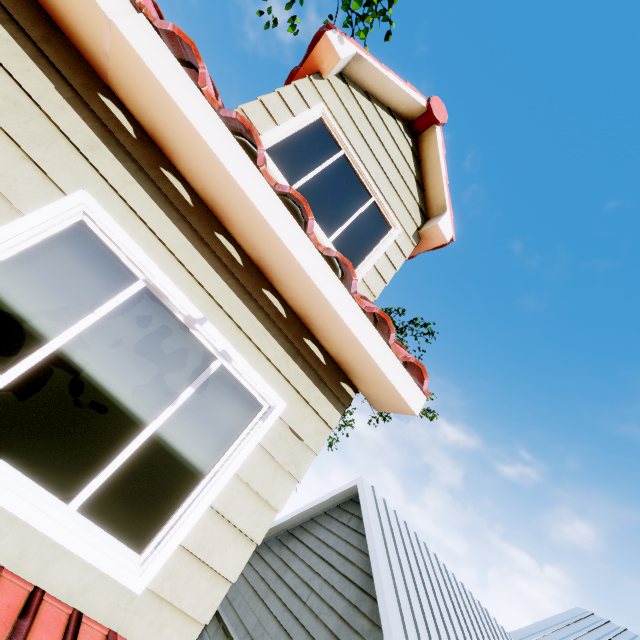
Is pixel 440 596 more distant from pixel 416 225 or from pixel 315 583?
pixel 416 225
